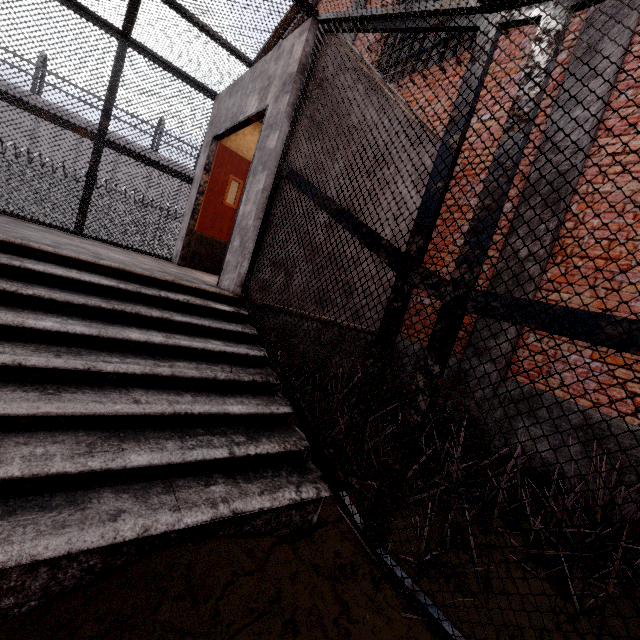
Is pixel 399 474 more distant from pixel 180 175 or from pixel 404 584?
pixel 180 175

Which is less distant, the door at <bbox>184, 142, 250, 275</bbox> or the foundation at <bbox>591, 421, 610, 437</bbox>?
the foundation at <bbox>591, 421, 610, 437</bbox>

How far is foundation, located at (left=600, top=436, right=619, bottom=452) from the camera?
3.2 meters

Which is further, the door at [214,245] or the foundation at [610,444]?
the door at [214,245]
